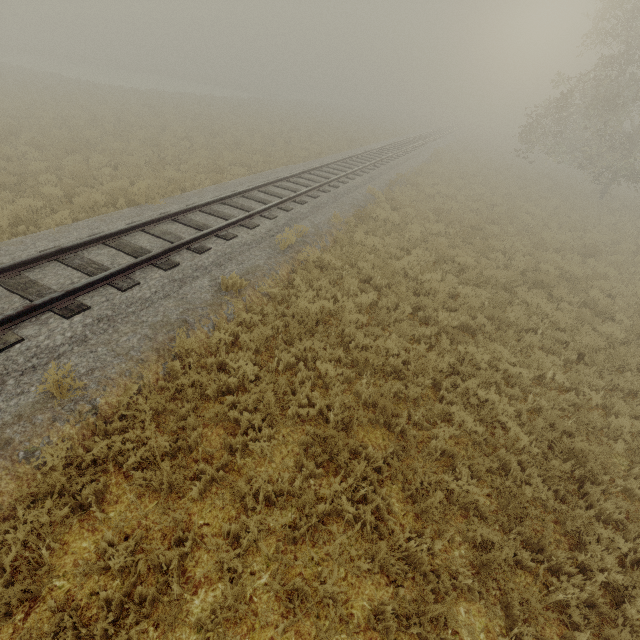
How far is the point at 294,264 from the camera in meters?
9.1 m
